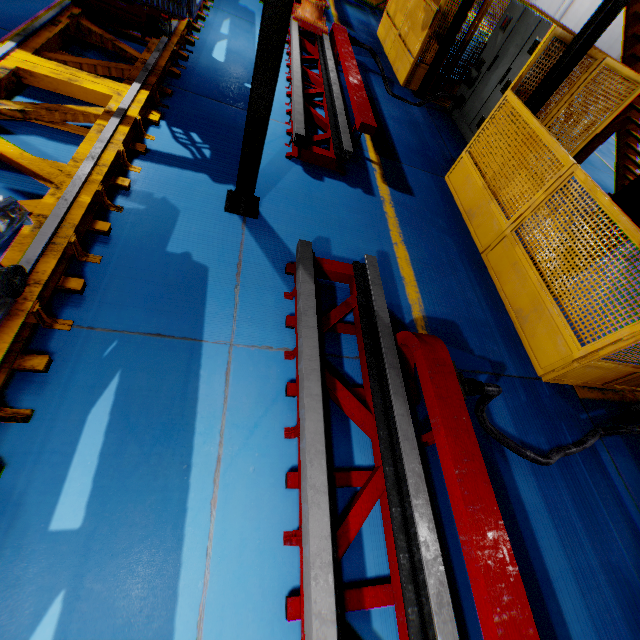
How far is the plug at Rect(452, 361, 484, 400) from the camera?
2.4m

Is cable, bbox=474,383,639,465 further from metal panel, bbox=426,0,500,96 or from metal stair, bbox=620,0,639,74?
metal stair, bbox=620,0,639,74

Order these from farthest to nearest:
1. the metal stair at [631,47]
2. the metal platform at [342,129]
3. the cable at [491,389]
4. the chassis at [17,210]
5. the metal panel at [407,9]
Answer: the metal panel at [407,9] < the metal stair at [631,47] < the metal platform at [342,129] < the cable at [491,389] < the chassis at [17,210]

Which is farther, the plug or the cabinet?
the cabinet

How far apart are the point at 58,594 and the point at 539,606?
3.06m

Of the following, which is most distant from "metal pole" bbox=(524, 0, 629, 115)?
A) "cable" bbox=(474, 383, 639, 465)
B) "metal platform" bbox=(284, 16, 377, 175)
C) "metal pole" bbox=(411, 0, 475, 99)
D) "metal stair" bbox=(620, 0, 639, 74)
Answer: "cable" bbox=(474, 383, 639, 465)

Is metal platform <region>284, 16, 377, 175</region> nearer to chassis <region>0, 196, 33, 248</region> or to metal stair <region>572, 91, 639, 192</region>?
chassis <region>0, 196, 33, 248</region>

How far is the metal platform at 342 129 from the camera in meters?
4.5
